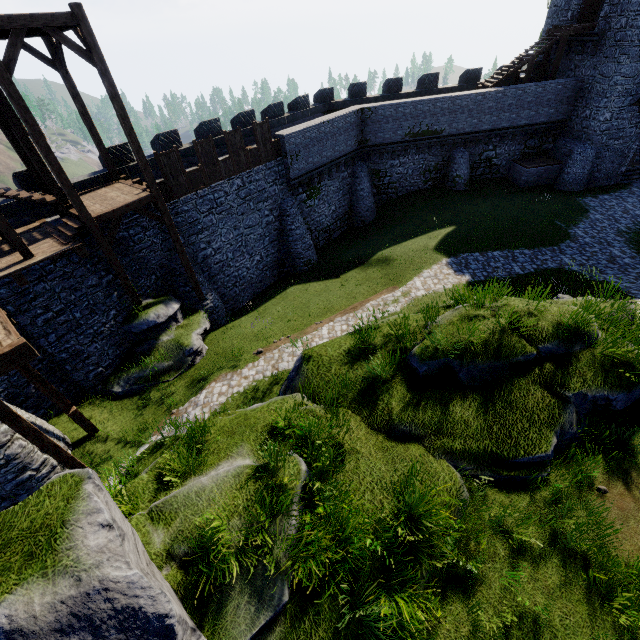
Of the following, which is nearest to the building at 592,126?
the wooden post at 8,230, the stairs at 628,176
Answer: the stairs at 628,176

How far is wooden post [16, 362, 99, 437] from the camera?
10.3 meters

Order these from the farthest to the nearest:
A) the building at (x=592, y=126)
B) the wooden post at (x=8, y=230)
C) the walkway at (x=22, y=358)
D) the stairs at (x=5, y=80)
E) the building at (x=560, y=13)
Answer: the building at (x=560, y=13) → the building at (x=592, y=126) → the wooden post at (x=8, y=230) → the stairs at (x=5, y=80) → the walkway at (x=22, y=358)

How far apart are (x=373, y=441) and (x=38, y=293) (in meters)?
13.56

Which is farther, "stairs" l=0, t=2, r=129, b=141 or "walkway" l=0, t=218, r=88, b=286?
"walkway" l=0, t=218, r=88, b=286

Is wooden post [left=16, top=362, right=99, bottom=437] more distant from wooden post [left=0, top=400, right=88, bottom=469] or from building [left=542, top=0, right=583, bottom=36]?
building [left=542, top=0, right=583, bottom=36]

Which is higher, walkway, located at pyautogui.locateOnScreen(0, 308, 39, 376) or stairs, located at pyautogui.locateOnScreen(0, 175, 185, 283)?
stairs, located at pyautogui.locateOnScreen(0, 175, 185, 283)
